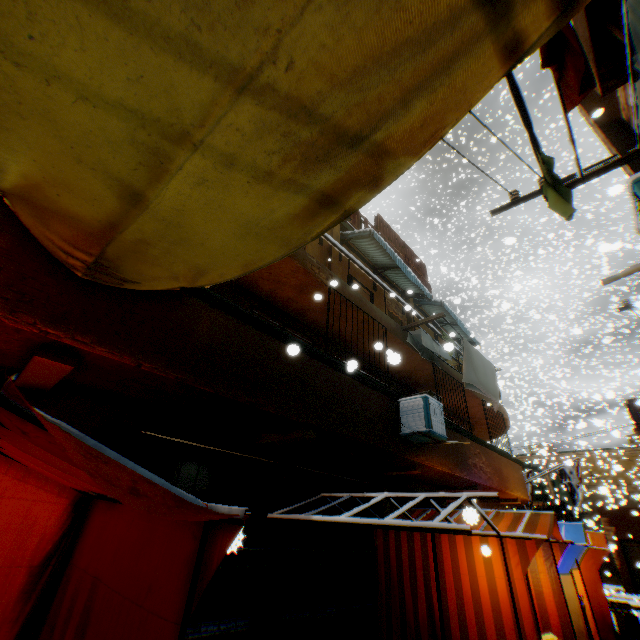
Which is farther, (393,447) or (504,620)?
(393,447)

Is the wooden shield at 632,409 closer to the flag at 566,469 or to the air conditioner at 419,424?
the air conditioner at 419,424

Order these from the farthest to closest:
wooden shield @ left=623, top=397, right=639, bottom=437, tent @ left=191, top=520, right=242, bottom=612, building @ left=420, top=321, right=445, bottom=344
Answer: wooden shield @ left=623, top=397, right=639, bottom=437 → building @ left=420, top=321, right=445, bottom=344 → tent @ left=191, top=520, right=242, bottom=612

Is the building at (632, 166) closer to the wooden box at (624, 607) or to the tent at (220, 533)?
the tent at (220, 533)

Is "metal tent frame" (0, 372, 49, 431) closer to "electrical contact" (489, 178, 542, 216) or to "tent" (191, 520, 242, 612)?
"tent" (191, 520, 242, 612)

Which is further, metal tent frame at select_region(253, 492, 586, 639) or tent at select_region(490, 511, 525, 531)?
tent at select_region(490, 511, 525, 531)

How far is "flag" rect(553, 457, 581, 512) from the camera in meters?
13.1

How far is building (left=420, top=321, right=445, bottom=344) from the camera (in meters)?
10.82
